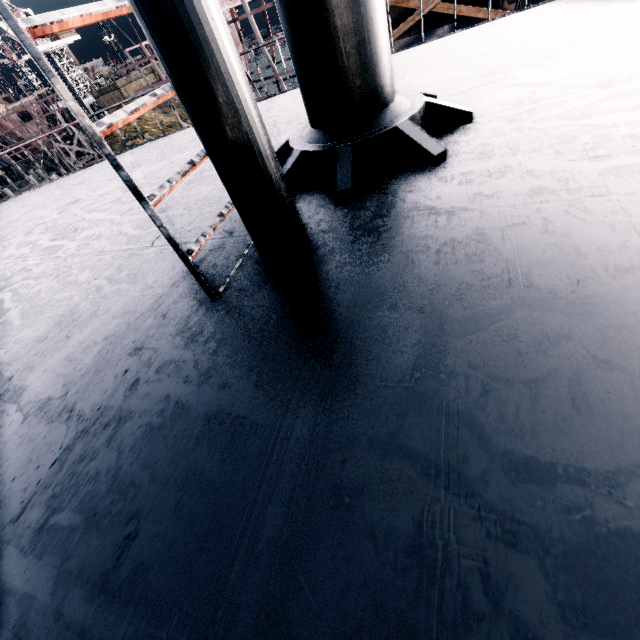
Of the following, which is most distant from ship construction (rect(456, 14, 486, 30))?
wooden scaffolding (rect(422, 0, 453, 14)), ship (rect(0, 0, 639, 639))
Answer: ship (rect(0, 0, 639, 639))

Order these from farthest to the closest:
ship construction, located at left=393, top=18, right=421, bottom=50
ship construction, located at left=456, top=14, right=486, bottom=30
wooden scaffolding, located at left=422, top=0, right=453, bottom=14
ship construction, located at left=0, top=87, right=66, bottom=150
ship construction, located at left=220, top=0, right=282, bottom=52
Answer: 1. ship construction, located at left=0, top=87, right=66, bottom=150
2. ship construction, located at left=220, top=0, right=282, bottom=52
3. ship construction, located at left=393, top=18, right=421, bottom=50
4. ship construction, located at left=456, top=14, right=486, bottom=30
5. wooden scaffolding, located at left=422, top=0, right=453, bottom=14

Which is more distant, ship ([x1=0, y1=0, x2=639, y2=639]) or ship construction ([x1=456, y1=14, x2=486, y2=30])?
ship construction ([x1=456, y1=14, x2=486, y2=30])

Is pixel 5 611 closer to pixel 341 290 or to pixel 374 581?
pixel 374 581

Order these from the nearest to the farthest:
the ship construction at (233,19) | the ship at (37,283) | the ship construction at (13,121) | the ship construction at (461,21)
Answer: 1. the ship at (37,283)
2. the ship construction at (461,21)
3. the ship construction at (233,19)
4. the ship construction at (13,121)

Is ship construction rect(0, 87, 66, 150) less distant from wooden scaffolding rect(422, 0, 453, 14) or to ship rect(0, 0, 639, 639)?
wooden scaffolding rect(422, 0, 453, 14)

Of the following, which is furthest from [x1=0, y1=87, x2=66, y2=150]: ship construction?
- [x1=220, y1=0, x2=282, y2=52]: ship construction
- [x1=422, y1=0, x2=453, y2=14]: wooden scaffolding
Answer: [x1=422, y1=0, x2=453, y2=14]: wooden scaffolding

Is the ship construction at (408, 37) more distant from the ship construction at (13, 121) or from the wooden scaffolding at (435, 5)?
the ship construction at (13, 121)
